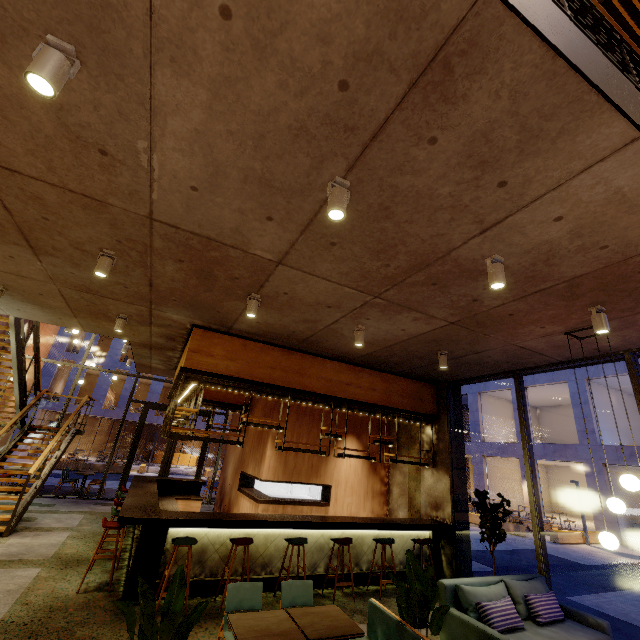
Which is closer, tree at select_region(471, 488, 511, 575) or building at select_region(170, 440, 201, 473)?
tree at select_region(471, 488, 511, 575)

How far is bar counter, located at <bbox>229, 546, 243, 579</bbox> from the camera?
5.8m

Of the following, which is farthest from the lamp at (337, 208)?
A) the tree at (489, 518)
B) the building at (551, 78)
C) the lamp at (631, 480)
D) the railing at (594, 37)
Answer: the tree at (489, 518)

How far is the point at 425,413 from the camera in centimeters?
867cm

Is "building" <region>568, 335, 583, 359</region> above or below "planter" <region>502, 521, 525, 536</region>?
above

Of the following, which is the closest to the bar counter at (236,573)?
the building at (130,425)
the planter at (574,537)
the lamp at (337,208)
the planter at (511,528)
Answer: the lamp at (337,208)

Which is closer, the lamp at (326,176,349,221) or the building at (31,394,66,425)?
the lamp at (326,176,349,221)

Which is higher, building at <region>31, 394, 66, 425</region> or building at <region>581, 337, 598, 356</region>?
building at <region>581, 337, 598, 356</region>
